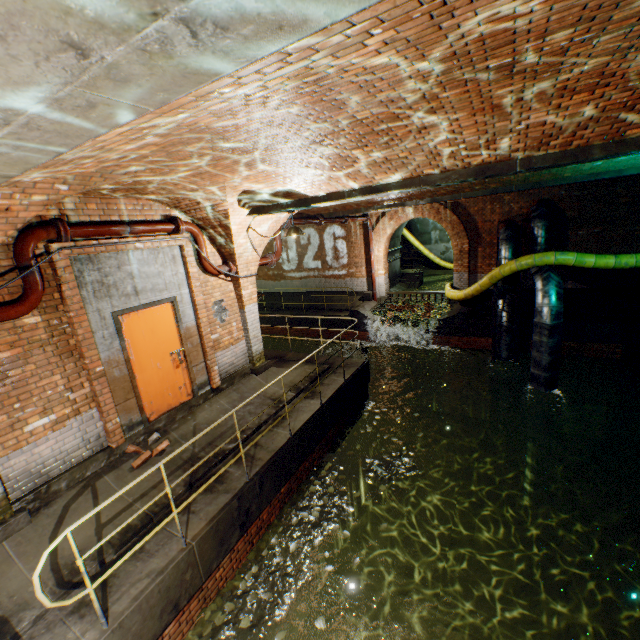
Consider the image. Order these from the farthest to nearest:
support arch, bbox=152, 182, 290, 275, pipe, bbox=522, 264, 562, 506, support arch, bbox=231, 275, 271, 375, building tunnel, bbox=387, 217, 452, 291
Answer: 1. building tunnel, bbox=387, 217, 452, 291
2. pipe, bbox=522, 264, 562, 506
3. support arch, bbox=231, 275, 271, 375
4. support arch, bbox=152, 182, 290, 275

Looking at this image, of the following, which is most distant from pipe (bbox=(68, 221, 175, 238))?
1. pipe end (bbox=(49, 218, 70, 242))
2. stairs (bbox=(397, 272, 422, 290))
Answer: stairs (bbox=(397, 272, 422, 290))

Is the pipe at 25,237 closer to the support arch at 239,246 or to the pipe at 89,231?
the pipe at 89,231

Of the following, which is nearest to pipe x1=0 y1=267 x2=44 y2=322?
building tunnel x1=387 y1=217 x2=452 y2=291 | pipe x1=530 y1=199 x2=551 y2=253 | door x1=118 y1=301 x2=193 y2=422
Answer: door x1=118 y1=301 x2=193 y2=422

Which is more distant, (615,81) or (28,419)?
(28,419)

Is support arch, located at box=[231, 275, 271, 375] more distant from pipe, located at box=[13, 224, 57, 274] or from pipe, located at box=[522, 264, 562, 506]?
pipe, located at box=[522, 264, 562, 506]

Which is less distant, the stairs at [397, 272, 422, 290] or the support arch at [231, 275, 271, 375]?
the support arch at [231, 275, 271, 375]

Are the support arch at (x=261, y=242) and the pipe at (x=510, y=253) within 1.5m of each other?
no
